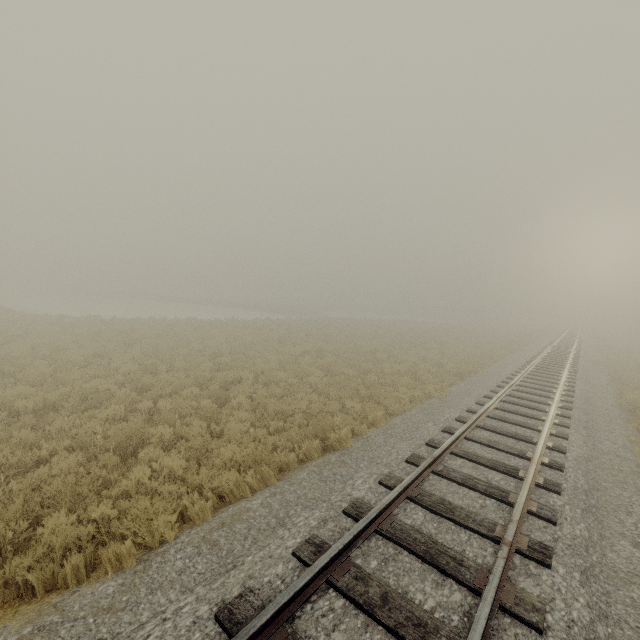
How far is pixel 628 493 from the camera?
6.29m
